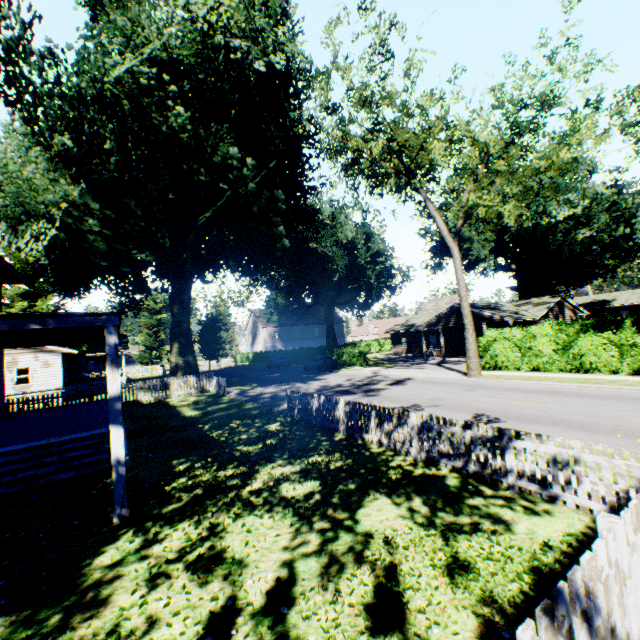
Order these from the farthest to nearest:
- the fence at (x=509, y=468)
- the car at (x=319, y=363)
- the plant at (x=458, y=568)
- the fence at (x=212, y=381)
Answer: the car at (x=319, y=363) < the fence at (x=212, y=381) < the plant at (x=458, y=568) < the fence at (x=509, y=468)

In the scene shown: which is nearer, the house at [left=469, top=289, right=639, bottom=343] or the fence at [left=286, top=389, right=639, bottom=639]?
the fence at [left=286, top=389, right=639, bottom=639]

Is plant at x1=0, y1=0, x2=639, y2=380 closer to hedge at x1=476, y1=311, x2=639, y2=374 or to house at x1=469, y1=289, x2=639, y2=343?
house at x1=469, y1=289, x2=639, y2=343

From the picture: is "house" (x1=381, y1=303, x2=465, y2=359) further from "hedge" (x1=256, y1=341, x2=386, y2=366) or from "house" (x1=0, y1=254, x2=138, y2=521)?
"house" (x1=0, y1=254, x2=138, y2=521)

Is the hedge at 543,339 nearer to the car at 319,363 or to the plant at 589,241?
the plant at 589,241

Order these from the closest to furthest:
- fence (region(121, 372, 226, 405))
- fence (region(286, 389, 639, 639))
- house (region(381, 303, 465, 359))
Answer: fence (region(286, 389, 639, 639))
fence (region(121, 372, 226, 405))
house (region(381, 303, 465, 359))

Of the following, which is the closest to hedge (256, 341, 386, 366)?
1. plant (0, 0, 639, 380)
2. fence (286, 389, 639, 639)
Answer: fence (286, 389, 639, 639)

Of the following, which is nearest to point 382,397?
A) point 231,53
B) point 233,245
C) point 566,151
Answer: point 233,245
